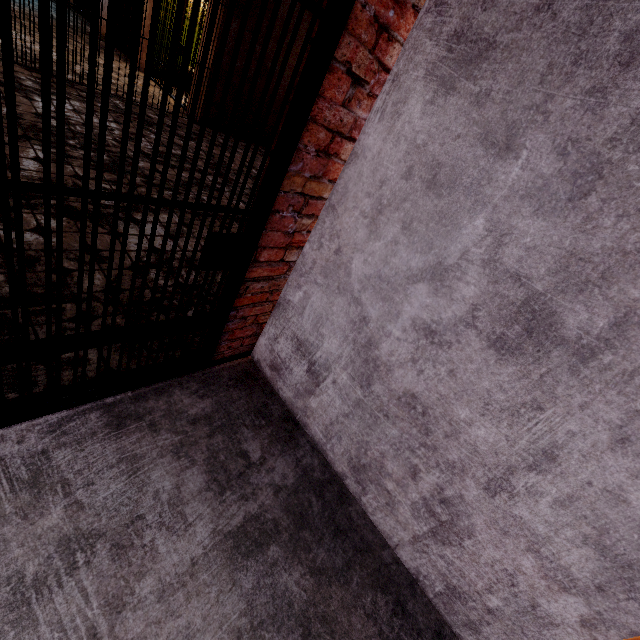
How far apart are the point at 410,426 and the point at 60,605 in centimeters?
157cm
